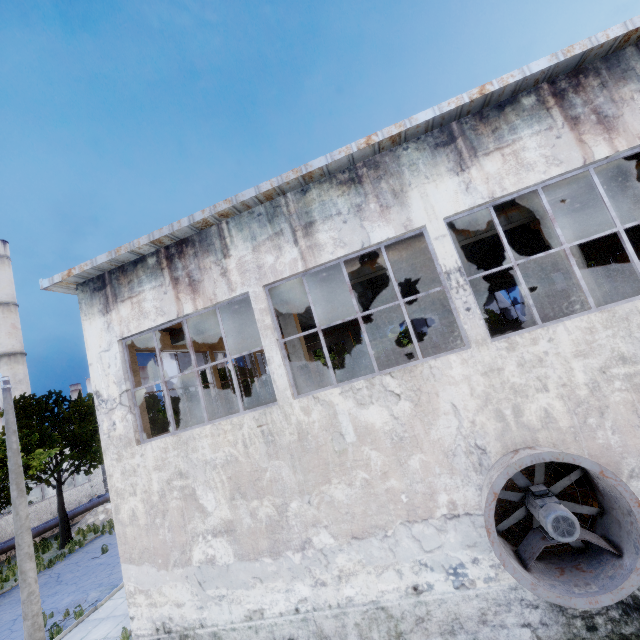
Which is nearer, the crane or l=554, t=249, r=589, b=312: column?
l=554, t=249, r=589, b=312: column

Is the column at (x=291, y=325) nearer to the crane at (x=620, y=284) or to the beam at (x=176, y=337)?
the beam at (x=176, y=337)

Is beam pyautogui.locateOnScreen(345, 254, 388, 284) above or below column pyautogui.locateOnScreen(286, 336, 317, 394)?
above

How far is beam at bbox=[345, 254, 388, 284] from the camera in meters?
9.6 m

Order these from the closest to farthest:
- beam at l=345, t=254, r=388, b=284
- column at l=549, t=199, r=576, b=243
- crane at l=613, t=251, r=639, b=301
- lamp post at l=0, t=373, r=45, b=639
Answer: column at l=549, t=199, r=576, b=243, beam at l=345, t=254, r=388, b=284, lamp post at l=0, t=373, r=45, b=639, crane at l=613, t=251, r=639, b=301

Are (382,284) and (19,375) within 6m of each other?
no

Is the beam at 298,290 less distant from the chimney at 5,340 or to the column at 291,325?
the column at 291,325

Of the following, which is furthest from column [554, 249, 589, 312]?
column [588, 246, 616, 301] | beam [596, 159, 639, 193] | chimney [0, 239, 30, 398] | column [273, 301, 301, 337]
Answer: chimney [0, 239, 30, 398]
